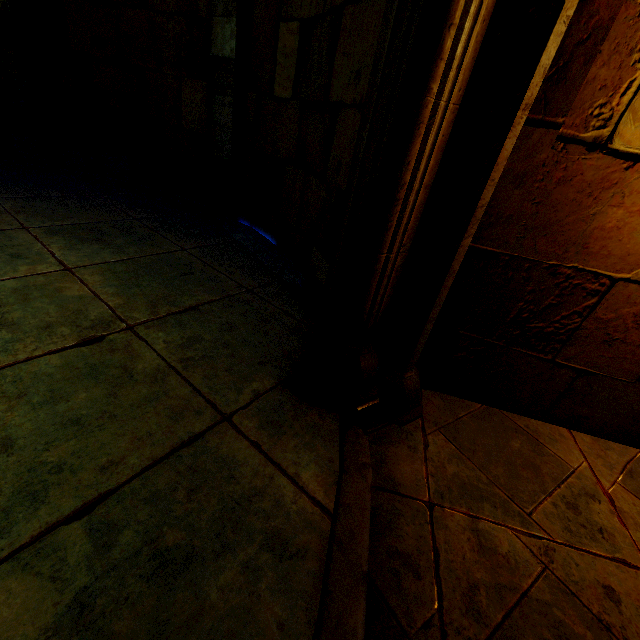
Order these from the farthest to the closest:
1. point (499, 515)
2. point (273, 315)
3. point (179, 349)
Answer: point (273, 315)
point (179, 349)
point (499, 515)
